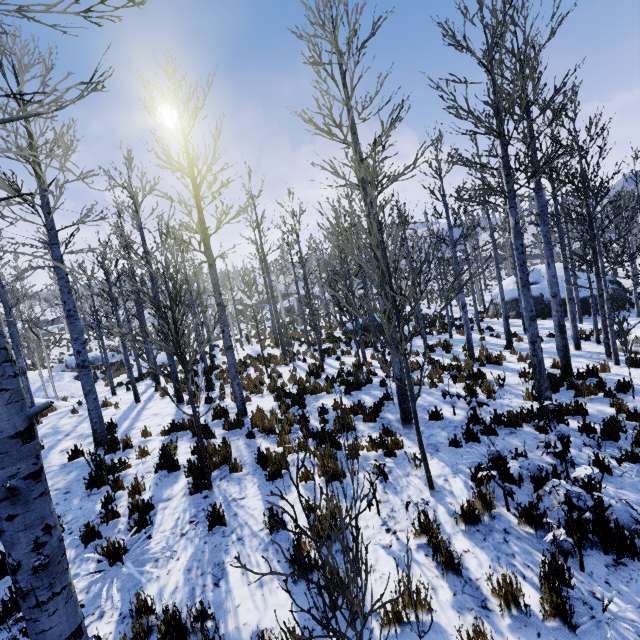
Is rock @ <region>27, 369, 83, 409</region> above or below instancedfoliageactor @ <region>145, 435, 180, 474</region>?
above

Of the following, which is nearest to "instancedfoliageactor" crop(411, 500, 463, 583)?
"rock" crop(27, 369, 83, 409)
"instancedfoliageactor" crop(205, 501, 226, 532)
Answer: "instancedfoliageactor" crop(205, 501, 226, 532)

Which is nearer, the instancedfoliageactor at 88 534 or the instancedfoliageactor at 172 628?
the instancedfoliageactor at 172 628

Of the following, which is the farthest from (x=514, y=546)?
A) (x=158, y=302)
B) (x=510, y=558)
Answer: (x=158, y=302)

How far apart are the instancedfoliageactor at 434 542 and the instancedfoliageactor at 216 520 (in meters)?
2.85

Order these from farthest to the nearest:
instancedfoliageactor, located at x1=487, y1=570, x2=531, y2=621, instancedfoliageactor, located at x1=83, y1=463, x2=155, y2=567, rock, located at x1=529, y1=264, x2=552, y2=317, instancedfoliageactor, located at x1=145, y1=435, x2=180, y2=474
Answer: rock, located at x1=529, y1=264, x2=552, y2=317, instancedfoliageactor, located at x1=145, y1=435, x2=180, y2=474, instancedfoliageactor, located at x1=83, y1=463, x2=155, y2=567, instancedfoliageactor, located at x1=487, y1=570, x2=531, y2=621

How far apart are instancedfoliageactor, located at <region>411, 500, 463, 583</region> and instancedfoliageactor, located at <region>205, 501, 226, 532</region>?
2.85m

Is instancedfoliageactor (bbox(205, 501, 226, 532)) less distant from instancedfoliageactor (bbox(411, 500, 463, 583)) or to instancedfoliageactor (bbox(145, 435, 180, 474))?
instancedfoliageactor (bbox(145, 435, 180, 474))
